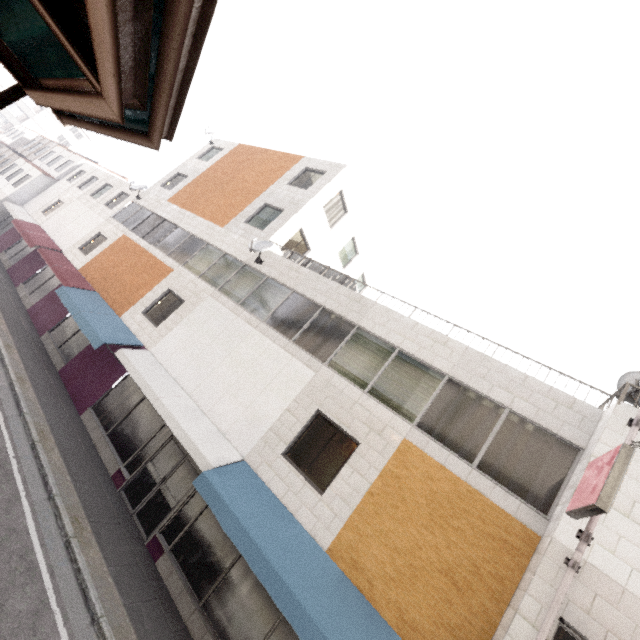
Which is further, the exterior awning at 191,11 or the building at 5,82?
the building at 5,82

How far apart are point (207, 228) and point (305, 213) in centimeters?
494cm

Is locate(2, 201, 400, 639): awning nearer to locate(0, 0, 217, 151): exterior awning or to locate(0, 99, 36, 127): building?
locate(0, 0, 217, 151): exterior awning

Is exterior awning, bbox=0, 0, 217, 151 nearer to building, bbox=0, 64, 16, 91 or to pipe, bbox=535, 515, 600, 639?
pipe, bbox=535, 515, 600, 639

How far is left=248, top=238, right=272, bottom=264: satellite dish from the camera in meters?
12.4

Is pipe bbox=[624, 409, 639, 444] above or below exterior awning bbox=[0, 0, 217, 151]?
above

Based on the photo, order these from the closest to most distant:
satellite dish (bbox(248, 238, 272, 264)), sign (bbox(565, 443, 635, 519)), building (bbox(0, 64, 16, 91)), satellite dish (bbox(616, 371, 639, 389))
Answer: sign (bbox(565, 443, 635, 519)) < satellite dish (bbox(616, 371, 639, 389)) < satellite dish (bbox(248, 238, 272, 264)) < building (bbox(0, 64, 16, 91))

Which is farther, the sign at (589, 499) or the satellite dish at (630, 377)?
the satellite dish at (630, 377)
